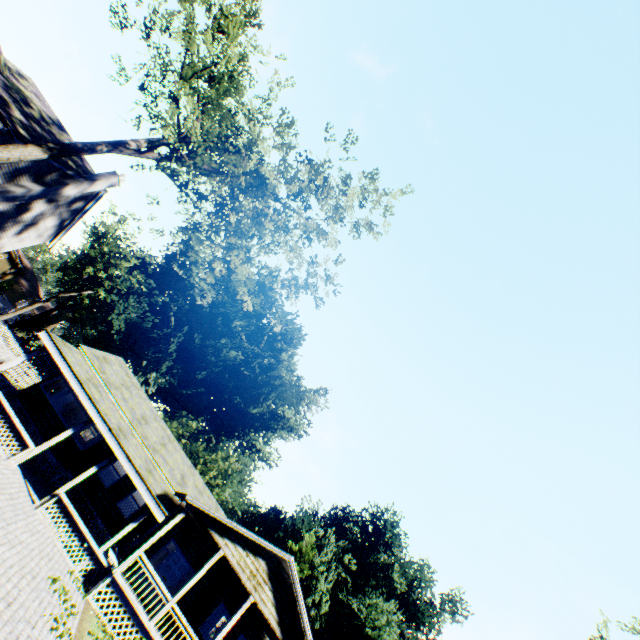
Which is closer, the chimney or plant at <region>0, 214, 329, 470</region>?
the chimney

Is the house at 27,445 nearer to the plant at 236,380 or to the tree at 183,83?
the tree at 183,83

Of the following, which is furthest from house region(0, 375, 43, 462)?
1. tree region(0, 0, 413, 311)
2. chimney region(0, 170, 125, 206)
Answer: chimney region(0, 170, 125, 206)

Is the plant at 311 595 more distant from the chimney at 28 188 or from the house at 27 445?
the chimney at 28 188

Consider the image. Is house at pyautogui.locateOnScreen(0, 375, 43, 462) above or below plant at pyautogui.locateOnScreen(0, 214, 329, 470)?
below

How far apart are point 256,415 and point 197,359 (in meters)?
A: 14.71

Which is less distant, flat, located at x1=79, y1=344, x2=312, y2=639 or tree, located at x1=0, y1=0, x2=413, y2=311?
tree, located at x1=0, y1=0, x2=413, y2=311

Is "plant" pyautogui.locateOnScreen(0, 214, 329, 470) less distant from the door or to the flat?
the flat
